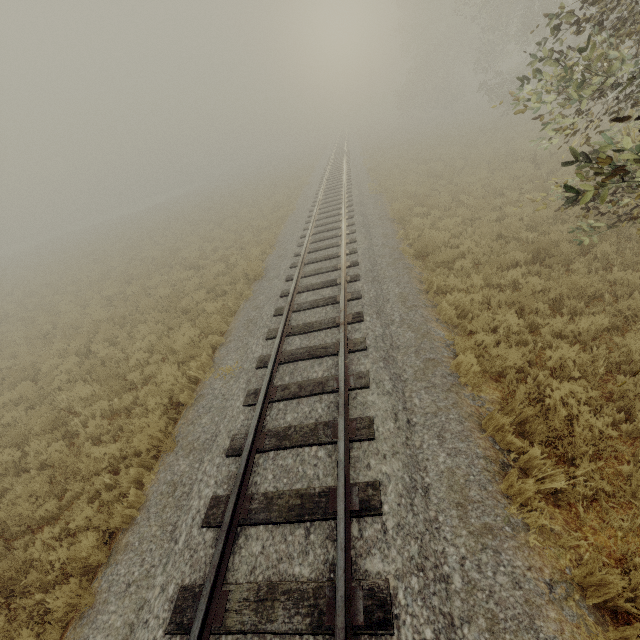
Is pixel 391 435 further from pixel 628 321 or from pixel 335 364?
pixel 628 321
